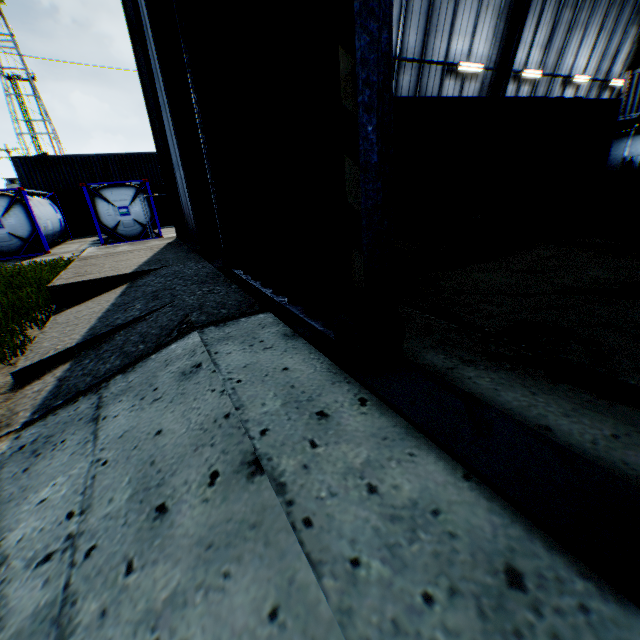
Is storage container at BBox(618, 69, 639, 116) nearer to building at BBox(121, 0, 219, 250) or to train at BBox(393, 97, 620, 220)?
building at BBox(121, 0, 219, 250)

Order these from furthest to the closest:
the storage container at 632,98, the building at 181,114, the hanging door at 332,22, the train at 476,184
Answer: the storage container at 632,98 → the train at 476,184 → the building at 181,114 → the hanging door at 332,22

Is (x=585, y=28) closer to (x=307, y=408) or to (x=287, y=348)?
(x=287, y=348)

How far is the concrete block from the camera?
10.8 meters

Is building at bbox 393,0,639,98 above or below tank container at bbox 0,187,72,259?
above

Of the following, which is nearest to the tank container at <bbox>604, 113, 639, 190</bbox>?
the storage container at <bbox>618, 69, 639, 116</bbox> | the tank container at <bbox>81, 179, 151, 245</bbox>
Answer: the storage container at <bbox>618, 69, 639, 116</bbox>

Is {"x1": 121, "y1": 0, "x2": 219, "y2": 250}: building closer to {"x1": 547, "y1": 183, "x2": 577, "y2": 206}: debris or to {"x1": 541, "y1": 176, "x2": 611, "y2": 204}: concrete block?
{"x1": 541, "y1": 176, "x2": 611, "y2": 204}: concrete block

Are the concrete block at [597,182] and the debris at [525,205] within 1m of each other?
no
